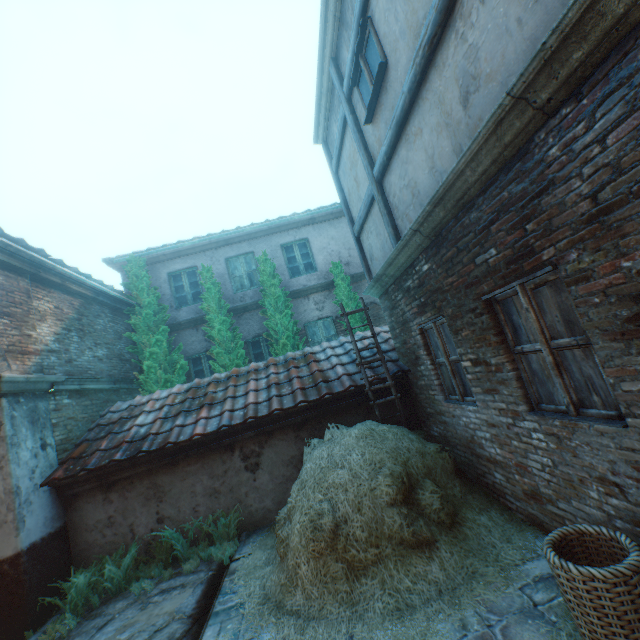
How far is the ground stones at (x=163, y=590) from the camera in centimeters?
478cm

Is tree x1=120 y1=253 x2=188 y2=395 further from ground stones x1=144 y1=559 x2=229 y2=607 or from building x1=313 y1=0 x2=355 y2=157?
ground stones x1=144 y1=559 x2=229 y2=607

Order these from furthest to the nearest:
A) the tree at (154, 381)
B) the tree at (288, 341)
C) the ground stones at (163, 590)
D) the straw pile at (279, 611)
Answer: the tree at (288, 341) → the tree at (154, 381) → the ground stones at (163, 590) → the straw pile at (279, 611)

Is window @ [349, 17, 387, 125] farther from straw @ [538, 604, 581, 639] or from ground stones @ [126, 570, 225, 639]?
ground stones @ [126, 570, 225, 639]

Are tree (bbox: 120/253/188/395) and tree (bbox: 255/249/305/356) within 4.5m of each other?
yes

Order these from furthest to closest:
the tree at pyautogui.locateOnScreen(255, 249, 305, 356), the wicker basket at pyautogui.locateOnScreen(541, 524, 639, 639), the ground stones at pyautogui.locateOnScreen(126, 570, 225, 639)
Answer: the tree at pyautogui.locateOnScreen(255, 249, 305, 356) → the ground stones at pyautogui.locateOnScreen(126, 570, 225, 639) → the wicker basket at pyautogui.locateOnScreen(541, 524, 639, 639)

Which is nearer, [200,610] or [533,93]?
[533,93]

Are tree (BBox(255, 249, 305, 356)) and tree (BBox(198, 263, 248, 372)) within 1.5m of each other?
yes
